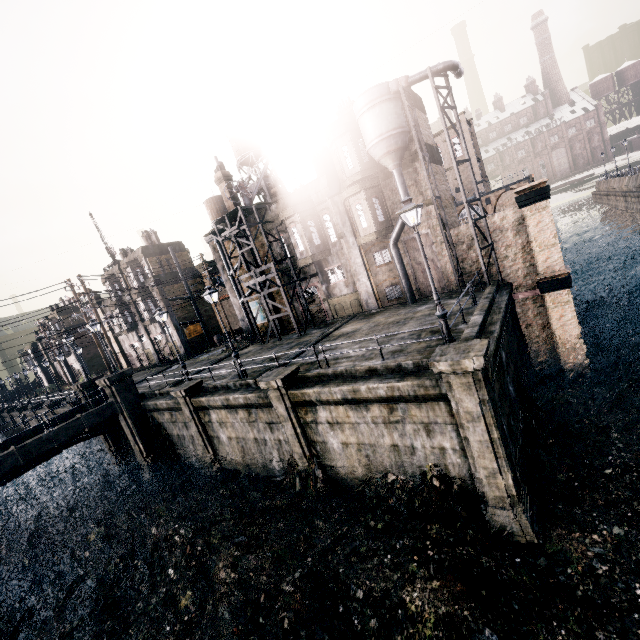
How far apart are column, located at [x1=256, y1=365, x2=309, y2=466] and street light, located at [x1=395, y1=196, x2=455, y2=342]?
7.0m

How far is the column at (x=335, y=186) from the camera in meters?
24.4

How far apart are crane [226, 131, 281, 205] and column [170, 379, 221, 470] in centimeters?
1515cm

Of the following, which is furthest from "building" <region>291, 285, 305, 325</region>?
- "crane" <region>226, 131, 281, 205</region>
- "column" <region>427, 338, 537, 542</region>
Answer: "column" <region>427, 338, 537, 542</region>

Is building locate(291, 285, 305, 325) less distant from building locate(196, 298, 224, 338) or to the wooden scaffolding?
the wooden scaffolding

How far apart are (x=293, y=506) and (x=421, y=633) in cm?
731

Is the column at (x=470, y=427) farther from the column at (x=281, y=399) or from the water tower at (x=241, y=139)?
the water tower at (x=241, y=139)

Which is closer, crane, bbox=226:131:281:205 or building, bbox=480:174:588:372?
building, bbox=480:174:588:372
